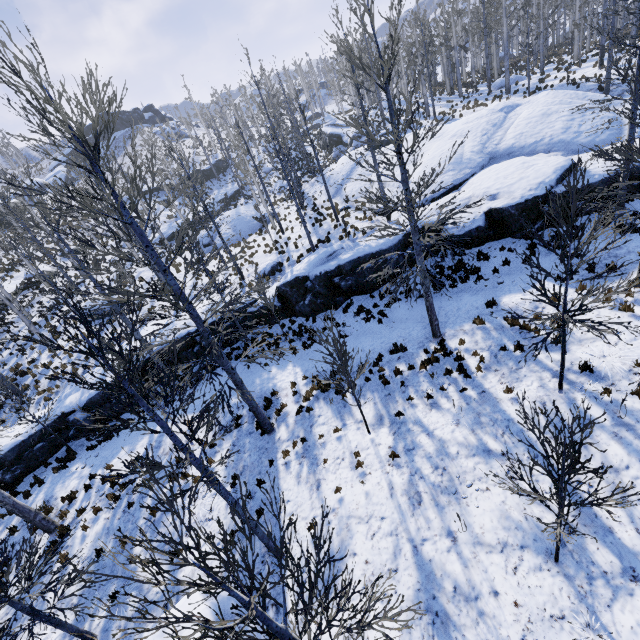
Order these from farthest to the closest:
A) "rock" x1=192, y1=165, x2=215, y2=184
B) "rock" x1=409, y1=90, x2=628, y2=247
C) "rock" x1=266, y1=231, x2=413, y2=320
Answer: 1. "rock" x1=192, y1=165, x2=215, y2=184
2. "rock" x1=266, y1=231, x2=413, y2=320
3. "rock" x1=409, y1=90, x2=628, y2=247

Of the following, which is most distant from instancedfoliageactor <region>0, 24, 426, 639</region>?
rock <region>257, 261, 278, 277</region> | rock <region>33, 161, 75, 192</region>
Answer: rock <region>33, 161, 75, 192</region>

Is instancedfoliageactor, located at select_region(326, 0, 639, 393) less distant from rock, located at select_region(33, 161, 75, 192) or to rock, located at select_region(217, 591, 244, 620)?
rock, located at select_region(217, 591, 244, 620)

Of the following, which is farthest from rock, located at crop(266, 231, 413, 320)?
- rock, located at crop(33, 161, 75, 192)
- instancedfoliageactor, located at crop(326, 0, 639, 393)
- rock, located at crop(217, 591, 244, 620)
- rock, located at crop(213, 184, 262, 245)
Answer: rock, located at crop(33, 161, 75, 192)

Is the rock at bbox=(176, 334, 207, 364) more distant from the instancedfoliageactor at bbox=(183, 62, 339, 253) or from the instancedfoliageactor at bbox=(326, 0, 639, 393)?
the instancedfoliageactor at bbox=(183, 62, 339, 253)

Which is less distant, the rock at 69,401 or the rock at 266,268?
the rock at 69,401

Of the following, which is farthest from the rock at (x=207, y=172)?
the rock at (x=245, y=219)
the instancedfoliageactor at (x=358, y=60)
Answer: the rock at (x=245, y=219)

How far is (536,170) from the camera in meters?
13.5
